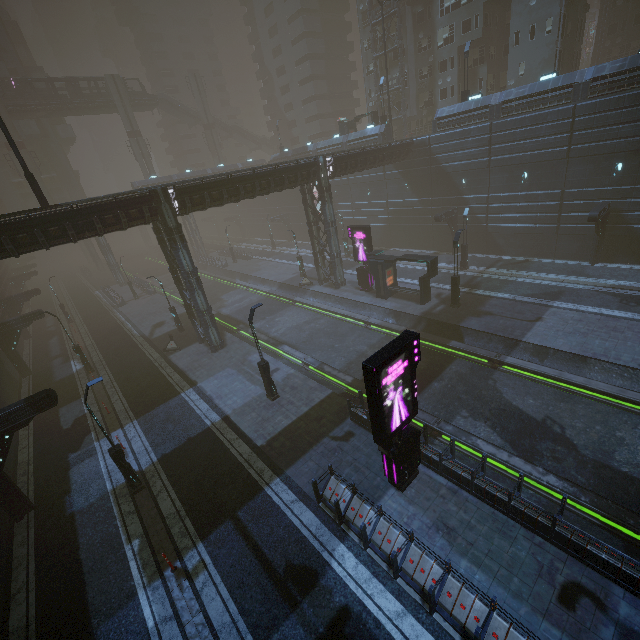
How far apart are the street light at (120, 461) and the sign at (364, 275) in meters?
21.5

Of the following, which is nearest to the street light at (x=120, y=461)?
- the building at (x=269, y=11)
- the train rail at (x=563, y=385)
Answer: the building at (x=269, y=11)

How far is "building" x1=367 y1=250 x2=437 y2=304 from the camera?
24.0m

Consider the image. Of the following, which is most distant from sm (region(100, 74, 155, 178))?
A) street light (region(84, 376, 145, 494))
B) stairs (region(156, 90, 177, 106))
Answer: street light (region(84, 376, 145, 494))

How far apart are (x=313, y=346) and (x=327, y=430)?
10.2m

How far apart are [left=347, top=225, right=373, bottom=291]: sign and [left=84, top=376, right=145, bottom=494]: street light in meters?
21.5

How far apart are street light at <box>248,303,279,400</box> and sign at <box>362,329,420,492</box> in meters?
7.9

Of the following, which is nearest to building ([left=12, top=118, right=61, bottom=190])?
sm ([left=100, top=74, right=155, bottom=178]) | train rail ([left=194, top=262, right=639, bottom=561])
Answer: train rail ([left=194, top=262, right=639, bottom=561])
